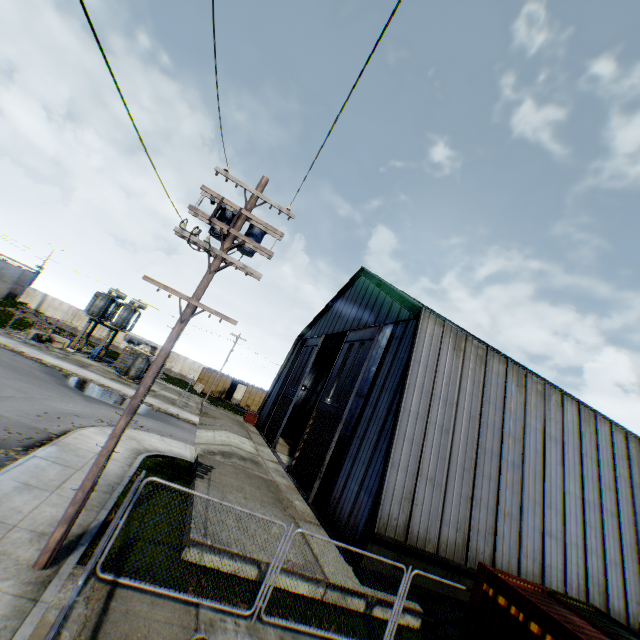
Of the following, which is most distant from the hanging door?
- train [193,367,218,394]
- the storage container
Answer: train [193,367,218,394]

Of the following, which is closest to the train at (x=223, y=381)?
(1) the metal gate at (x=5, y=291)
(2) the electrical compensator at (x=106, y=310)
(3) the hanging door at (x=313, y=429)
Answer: (3) the hanging door at (x=313, y=429)

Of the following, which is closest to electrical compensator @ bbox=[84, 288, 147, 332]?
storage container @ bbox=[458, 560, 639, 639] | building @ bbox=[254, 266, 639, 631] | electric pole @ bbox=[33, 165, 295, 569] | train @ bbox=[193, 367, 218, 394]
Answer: train @ bbox=[193, 367, 218, 394]

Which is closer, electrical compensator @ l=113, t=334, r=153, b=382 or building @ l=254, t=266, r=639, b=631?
building @ l=254, t=266, r=639, b=631

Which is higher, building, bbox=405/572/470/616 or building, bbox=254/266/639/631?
building, bbox=254/266/639/631

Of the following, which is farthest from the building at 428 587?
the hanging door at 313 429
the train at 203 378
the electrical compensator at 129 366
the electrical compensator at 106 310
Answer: the electrical compensator at 106 310

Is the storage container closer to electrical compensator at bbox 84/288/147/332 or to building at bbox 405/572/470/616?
building at bbox 405/572/470/616

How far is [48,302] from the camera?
47.8m
